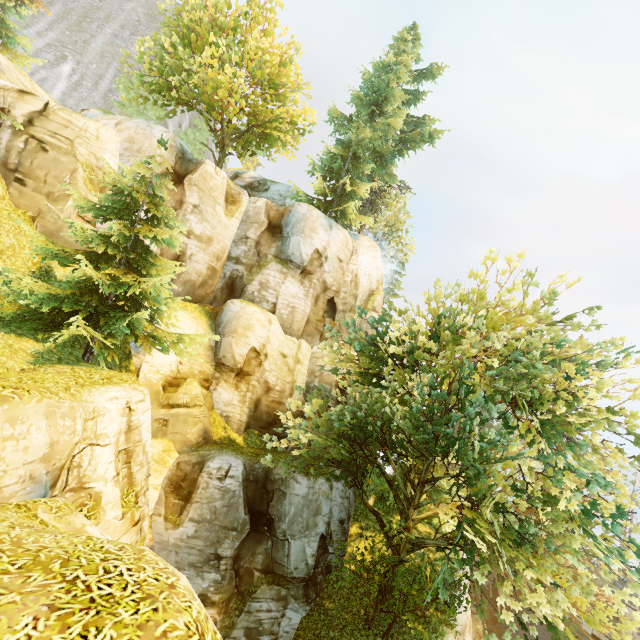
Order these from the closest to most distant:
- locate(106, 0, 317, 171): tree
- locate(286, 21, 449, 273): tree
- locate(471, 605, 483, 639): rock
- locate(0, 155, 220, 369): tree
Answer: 1. locate(0, 155, 220, 369): tree
2. locate(106, 0, 317, 171): tree
3. locate(286, 21, 449, 273): tree
4. locate(471, 605, 483, 639): rock

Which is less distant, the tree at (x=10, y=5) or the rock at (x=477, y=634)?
the tree at (x=10, y=5)

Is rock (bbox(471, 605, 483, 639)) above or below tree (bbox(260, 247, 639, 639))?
below

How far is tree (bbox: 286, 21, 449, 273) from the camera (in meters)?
25.61

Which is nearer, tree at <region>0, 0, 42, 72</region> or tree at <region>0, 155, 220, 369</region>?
tree at <region>0, 155, 220, 369</region>

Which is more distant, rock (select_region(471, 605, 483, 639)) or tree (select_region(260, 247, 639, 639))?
rock (select_region(471, 605, 483, 639))

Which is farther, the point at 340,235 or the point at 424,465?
the point at 340,235

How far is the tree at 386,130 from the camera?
25.6m
